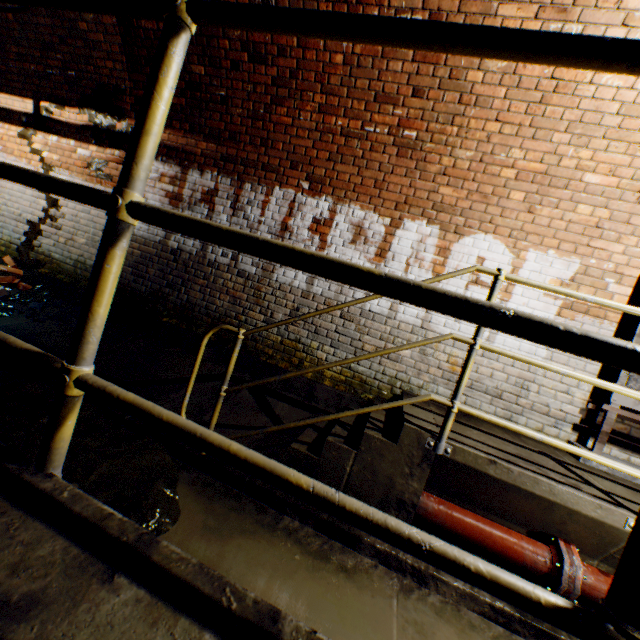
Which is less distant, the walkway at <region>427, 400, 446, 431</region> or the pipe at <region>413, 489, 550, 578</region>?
the pipe at <region>413, 489, 550, 578</region>

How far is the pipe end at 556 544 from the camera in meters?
2.0

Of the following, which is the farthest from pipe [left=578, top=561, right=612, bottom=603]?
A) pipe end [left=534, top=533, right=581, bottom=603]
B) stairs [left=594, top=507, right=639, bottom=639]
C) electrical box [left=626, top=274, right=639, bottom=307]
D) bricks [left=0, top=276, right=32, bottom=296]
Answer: bricks [left=0, top=276, right=32, bottom=296]

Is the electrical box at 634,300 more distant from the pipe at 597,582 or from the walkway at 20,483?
the walkway at 20,483

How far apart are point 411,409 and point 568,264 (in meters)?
2.25

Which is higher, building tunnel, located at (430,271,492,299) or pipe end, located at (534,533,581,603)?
building tunnel, located at (430,271,492,299)

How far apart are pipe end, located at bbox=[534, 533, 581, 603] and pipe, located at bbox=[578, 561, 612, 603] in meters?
0.0

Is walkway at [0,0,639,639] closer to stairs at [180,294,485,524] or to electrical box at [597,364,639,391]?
stairs at [180,294,485,524]
